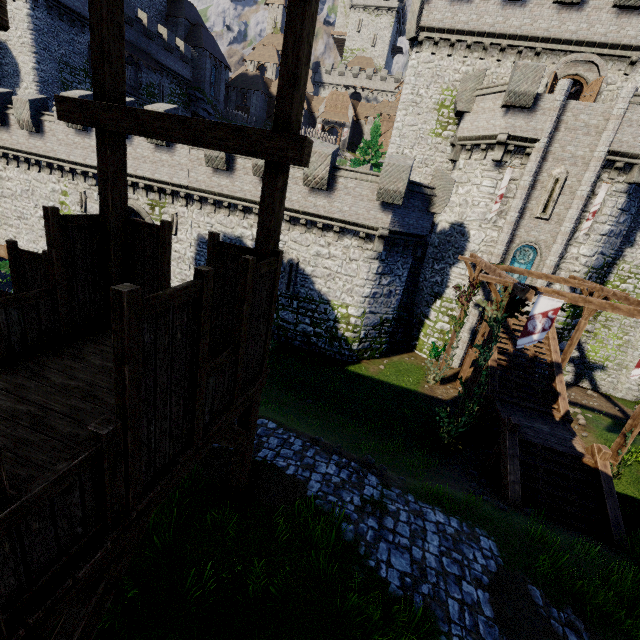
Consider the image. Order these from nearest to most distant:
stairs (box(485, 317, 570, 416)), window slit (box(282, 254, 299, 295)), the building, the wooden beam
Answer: the wooden beam → stairs (box(485, 317, 570, 416)) → window slit (box(282, 254, 299, 295)) → the building

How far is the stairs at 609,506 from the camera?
10.2m

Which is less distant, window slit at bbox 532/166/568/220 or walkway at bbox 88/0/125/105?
walkway at bbox 88/0/125/105

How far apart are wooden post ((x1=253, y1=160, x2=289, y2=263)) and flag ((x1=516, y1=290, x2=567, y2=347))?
10.2m

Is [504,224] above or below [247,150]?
above

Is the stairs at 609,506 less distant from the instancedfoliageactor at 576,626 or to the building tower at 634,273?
the instancedfoliageactor at 576,626

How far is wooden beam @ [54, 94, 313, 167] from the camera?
4.1m

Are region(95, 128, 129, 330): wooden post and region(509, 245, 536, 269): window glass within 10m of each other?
no
